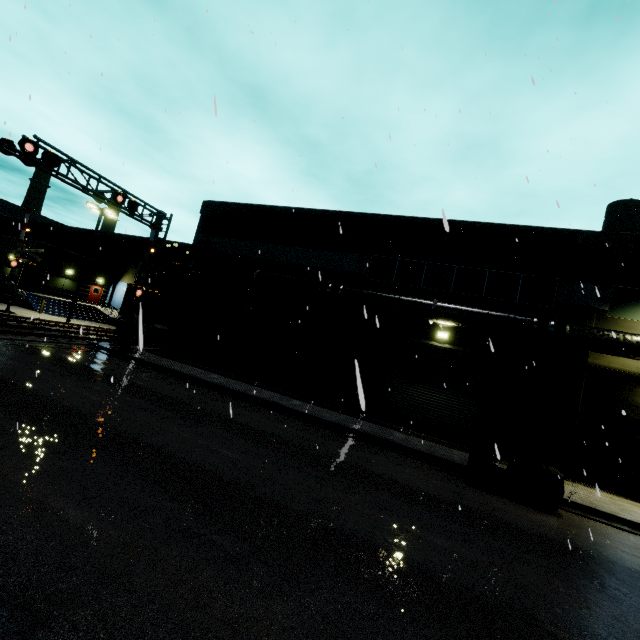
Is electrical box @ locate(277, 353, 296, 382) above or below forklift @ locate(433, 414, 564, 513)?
above

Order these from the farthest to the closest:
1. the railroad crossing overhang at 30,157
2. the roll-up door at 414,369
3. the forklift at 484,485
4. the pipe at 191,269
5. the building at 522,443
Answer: the roll-up door at 414,369
the building at 522,443
the railroad crossing overhang at 30,157
the pipe at 191,269
the forklift at 484,485

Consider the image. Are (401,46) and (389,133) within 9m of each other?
yes

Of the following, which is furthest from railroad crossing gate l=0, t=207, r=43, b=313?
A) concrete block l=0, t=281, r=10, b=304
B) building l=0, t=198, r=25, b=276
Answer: building l=0, t=198, r=25, b=276

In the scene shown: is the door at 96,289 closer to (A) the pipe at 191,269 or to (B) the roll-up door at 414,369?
(A) the pipe at 191,269

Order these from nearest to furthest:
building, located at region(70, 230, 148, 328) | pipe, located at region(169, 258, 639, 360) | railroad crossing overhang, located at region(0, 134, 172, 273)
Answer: pipe, located at region(169, 258, 639, 360)
railroad crossing overhang, located at region(0, 134, 172, 273)
building, located at region(70, 230, 148, 328)

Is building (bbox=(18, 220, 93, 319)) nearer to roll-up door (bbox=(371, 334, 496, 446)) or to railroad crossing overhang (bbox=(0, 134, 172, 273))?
roll-up door (bbox=(371, 334, 496, 446))

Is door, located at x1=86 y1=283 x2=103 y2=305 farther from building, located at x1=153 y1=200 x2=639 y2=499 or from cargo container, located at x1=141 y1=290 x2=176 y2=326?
cargo container, located at x1=141 y1=290 x2=176 y2=326
